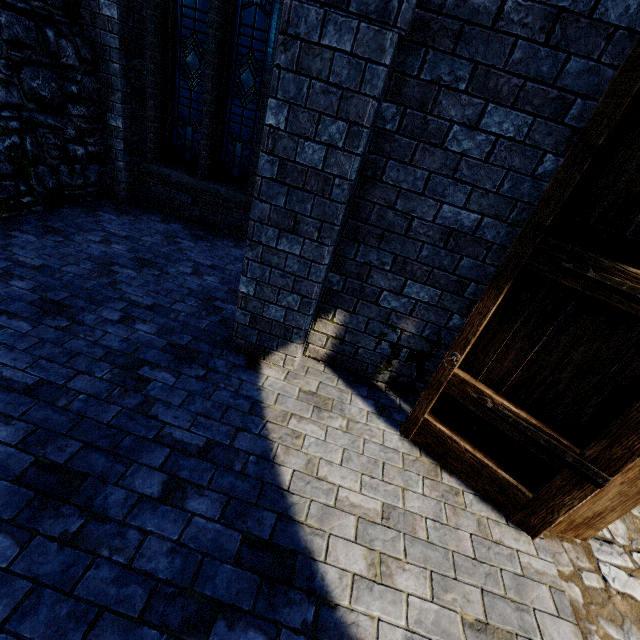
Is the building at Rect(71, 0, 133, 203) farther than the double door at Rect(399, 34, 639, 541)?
Yes

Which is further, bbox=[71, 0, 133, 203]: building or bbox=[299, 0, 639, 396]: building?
bbox=[71, 0, 133, 203]: building

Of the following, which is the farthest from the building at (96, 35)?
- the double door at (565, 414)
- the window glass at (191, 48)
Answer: the window glass at (191, 48)

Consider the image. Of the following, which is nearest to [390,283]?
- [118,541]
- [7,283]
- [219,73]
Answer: [118,541]

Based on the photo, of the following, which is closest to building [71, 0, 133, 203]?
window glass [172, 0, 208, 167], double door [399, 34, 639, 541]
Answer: double door [399, 34, 639, 541]

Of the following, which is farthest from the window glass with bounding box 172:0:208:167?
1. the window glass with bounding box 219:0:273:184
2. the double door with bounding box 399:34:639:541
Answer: the double door with bounding box 399:34:639:541

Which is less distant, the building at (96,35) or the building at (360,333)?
the building at (360,333)
